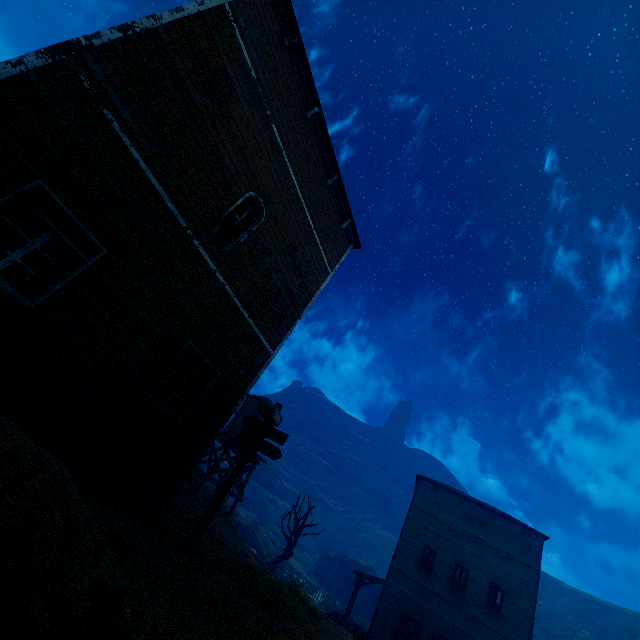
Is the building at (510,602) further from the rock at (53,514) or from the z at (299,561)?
the rock at (53,514)

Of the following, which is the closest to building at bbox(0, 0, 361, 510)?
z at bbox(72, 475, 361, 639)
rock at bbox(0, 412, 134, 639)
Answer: z at bbox(72, 475, 361, 639)

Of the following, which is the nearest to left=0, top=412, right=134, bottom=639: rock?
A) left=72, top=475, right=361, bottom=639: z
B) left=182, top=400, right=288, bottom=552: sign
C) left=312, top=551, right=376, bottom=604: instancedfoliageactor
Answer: left=72, top=475, right=361, bottom=639: z

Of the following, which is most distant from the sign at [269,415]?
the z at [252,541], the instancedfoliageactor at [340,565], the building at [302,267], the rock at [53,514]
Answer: the instancedfoliageactor at [340,565]

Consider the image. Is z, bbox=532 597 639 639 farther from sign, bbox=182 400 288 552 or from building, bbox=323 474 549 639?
sign, bbox=182 400 288 552

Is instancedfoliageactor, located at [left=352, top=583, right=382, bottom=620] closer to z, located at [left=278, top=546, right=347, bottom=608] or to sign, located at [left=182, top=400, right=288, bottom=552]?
z, located at [left=278, top=546, right=347, bottom=608]

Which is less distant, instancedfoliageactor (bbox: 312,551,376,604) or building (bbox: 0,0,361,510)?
building (bbox: 0,0,361,510)

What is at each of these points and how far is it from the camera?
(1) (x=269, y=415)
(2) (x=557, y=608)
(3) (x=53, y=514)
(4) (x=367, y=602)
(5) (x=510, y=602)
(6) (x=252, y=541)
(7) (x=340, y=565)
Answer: (1) sign, 7.81m
(2) z, 57.84m
(3) rock, 1.86m
(4) instancedfoliageactor, 41.12m
(5) building, 19.03m
(6) z, 34.06m
(7) instancedfoliageactor, 45.91m
